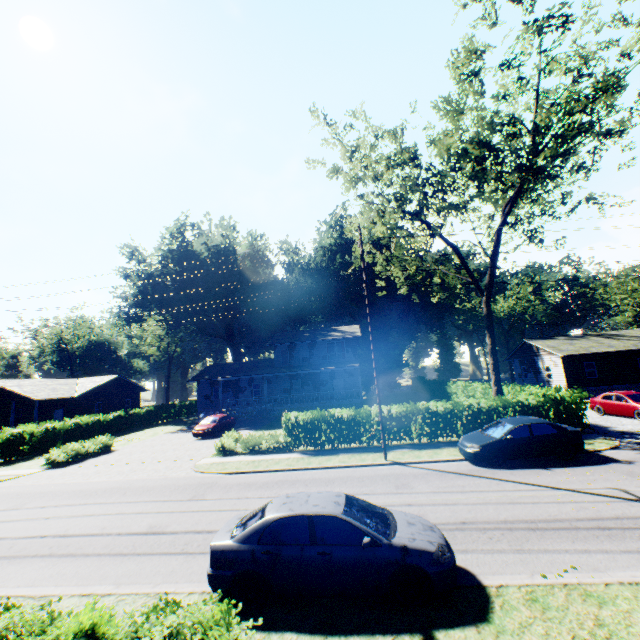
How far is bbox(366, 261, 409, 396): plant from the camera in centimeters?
5325cm

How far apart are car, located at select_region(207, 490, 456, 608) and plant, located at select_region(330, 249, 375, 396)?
47.8 meters

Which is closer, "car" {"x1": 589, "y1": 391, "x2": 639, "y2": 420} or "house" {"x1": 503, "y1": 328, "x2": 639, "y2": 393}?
"car" {"x1": 589, "y1": 391, "x2": 639, "y2": 420}

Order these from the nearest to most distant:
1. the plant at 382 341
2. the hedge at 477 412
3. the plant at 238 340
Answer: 1. the hedge at 477 412
2. the plant at 238 340
3. the plant at 382 341

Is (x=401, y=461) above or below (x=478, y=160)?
below

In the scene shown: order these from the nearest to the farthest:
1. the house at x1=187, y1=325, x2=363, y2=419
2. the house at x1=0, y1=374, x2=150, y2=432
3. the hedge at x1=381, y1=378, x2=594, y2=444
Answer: the hedge at x1=381, y1=378, x2=594, y2=444 < the house at x1=0, y1=374, x2=150, y2=432 < the house at x1=187, y1=325, x2=363, y2=419

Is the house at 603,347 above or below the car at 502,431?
above

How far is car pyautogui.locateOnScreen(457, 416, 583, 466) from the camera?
13.48m
